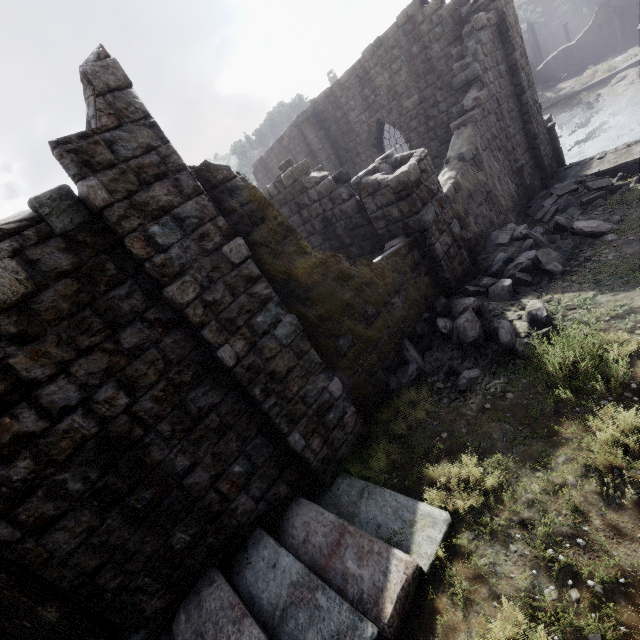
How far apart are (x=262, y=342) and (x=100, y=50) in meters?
4.1

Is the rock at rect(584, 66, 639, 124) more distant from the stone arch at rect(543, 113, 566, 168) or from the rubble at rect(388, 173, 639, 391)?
the rubble at rect(388, 173, 639, 391)

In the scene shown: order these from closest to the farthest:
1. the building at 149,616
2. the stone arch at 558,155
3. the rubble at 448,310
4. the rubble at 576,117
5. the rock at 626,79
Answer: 1. the building at 149,616
2. the rubble at 448,310
3. the stone arch at 558,155
4. the rock at 626,79
5. the rubble at 576,117

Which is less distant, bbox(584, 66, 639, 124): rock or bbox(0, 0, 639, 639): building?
bbox(0, 0, 639, 639): building

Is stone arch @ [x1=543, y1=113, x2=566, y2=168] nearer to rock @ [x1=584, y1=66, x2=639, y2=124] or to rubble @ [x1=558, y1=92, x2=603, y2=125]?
rock @ [x1=584, y1=66, x2=639, y2=124]

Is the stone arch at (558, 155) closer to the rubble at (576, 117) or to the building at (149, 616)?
the building at (149, 616)

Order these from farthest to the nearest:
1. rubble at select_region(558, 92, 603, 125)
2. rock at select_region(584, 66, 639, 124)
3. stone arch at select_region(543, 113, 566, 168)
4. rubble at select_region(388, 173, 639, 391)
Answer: rubble at select_region(558, 92, 603, 125)
rock at select_region(584, 66, 639, 124)
stone arch at select_region(543, 113, 566, 168)
rubble at select_region(388, 173, 639, 391)

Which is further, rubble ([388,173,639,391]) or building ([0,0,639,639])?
rubble ([388,173,639,391])
